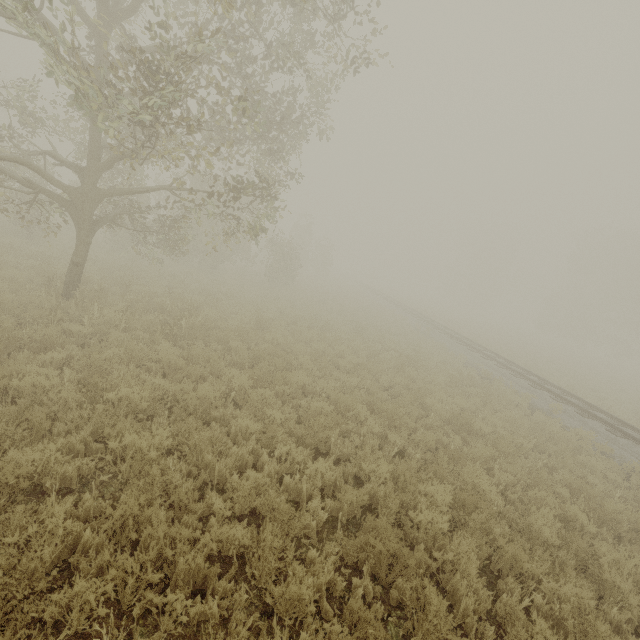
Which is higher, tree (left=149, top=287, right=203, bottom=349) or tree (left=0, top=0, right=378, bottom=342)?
tree (left=0, top=0, right=378, bottom=342)

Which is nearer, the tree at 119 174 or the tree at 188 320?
the tree at 119 174

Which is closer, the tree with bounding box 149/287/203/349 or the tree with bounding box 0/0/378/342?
the tree with bounding box 0/0/378/342

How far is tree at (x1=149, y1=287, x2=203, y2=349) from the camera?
8.7 meters

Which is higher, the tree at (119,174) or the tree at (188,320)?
the tree at (119,174)

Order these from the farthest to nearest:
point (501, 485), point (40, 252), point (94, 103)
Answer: point (40, 252), point (501, 485), point (94, 103)
